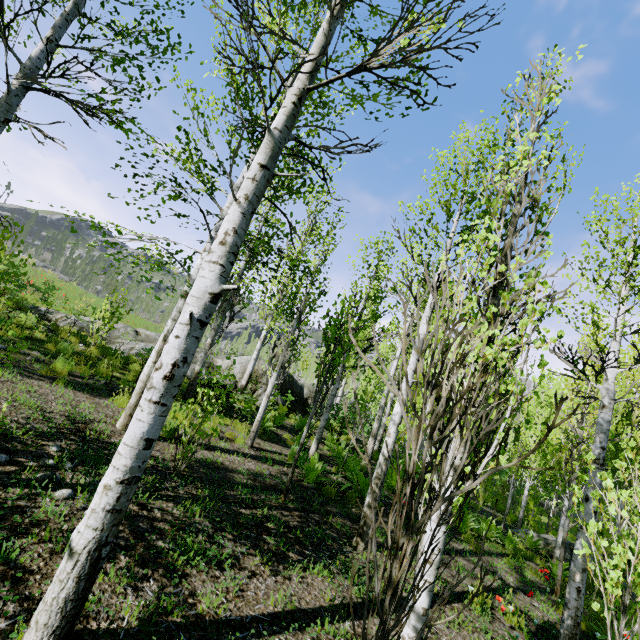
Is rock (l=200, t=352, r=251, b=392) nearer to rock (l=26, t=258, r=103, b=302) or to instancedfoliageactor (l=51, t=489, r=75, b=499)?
instancedfoliageactor (l=51, t=489, r=75, b=499)

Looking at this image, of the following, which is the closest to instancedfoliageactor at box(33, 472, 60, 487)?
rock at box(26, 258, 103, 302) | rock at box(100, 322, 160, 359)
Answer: rock at box(100, 322, 160, 359)

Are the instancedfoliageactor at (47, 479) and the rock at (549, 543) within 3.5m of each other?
no

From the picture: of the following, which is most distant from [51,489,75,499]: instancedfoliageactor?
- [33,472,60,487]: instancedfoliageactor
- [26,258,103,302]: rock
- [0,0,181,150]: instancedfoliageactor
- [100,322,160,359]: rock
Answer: [26,258,103,302]: rock

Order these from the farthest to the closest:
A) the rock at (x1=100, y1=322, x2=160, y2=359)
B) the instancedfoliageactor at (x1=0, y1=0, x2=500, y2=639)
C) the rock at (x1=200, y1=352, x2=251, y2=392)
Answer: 1. the rock at (x1=100, y1=322, x2=160, y2=359)
2. the rock at (x1=200, y1=352, x2=251, y2=392)
3. the instancedfoliageactor at (x1=0, y1=0, x2=500, y2=639)

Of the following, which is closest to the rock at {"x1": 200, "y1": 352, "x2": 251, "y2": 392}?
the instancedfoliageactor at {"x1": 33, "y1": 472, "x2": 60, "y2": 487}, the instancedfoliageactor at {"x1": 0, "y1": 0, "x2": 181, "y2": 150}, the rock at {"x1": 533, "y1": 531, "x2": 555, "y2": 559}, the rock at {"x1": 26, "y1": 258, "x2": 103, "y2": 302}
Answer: the instancedfoliageactor at {"x1": 0, "y1": 0, "x2": 181, "y2": 150}

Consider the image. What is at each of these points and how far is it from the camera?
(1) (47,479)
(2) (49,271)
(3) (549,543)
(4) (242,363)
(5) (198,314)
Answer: (1) instancedfoliageactor, 3.5 meters
(2) rock, 23.3 meters
(3) rock, 11.8 meters
(4) rock, 15.6 meters
(5) instancedfoliageactor, 2.5 meters

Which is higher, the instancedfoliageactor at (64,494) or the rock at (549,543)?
the instancedfoliageactor at (64,494)
